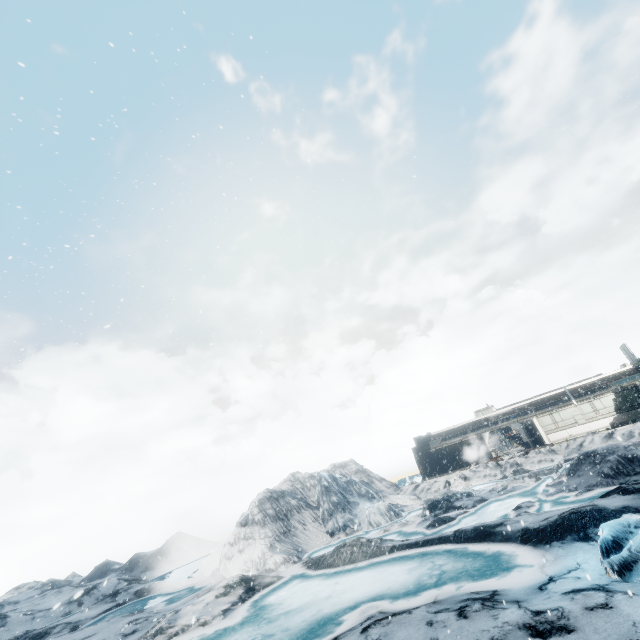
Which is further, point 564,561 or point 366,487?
point 366,487
